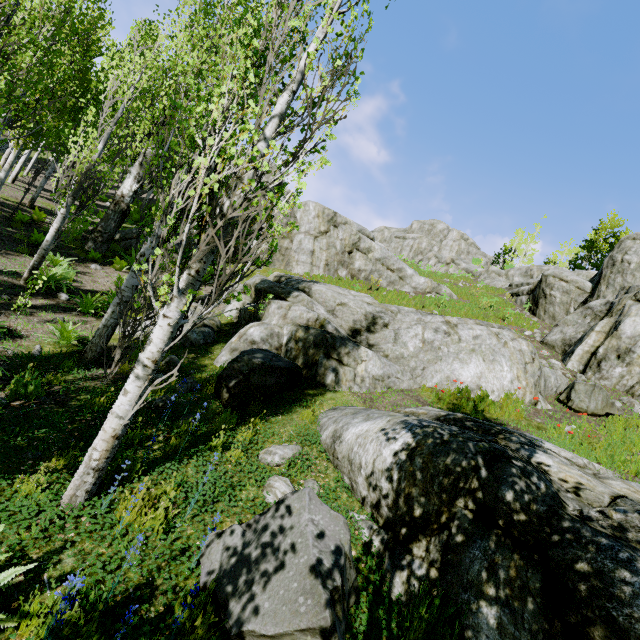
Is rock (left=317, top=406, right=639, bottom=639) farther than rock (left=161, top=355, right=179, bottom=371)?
No

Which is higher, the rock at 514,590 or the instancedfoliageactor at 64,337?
the rock at 514,590

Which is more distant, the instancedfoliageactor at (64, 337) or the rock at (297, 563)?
the instancedfoliageactor at (64, 337)

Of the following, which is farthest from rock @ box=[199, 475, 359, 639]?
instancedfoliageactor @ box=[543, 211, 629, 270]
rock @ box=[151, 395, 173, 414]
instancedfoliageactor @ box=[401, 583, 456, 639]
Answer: instancedfoliageactor @ box=[543, 211, 629, 270]

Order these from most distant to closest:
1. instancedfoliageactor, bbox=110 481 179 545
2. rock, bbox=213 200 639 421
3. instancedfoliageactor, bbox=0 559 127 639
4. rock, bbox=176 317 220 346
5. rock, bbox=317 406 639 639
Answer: rock, bbox=176 317 220 346 → rock, bbox=213 200 639 421 → instancedfoliageactor, bbox=110 481 179 545 → rock, bbox=317 406 639 639 → instancedfoliageactor, bbox=0 559 127 639

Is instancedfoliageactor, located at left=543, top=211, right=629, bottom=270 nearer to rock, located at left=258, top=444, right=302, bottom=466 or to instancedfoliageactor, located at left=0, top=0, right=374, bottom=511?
instancedfoliageactor, located at left=0, top=0, right=374, bottom=511

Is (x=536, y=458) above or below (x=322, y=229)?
below
